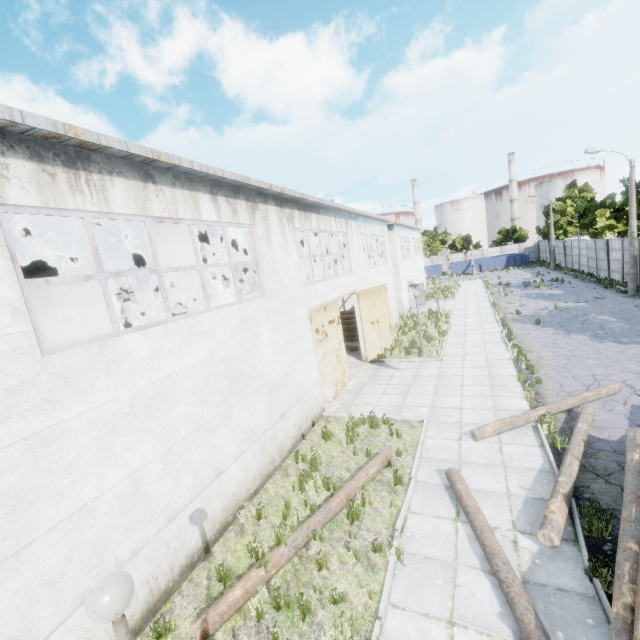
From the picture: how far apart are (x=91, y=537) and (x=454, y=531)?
6.3m

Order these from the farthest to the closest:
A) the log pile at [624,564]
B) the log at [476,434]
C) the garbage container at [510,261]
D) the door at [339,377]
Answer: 1. the garbage container at [510,261]
2. the door at [339,377]
3. the log at [476,434]
4. the log pile at [624,564]

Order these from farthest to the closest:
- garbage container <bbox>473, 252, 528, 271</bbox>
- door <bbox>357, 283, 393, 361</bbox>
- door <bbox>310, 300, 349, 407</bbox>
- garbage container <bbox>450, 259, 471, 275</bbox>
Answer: garbage container <bbox>450, 259, 471, 275</bbox>
garbage container <bbox>473, 252, 528, 271</bbox>
door <bbox>357, 283, 393, 361</bbox>
door <bbox>310, 300, 349, 407</bbox>

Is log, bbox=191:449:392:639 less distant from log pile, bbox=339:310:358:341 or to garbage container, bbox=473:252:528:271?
log pile, bbox=339:310:358:341

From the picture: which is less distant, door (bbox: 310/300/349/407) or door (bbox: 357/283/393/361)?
door (bbox: 310/300/349/407)

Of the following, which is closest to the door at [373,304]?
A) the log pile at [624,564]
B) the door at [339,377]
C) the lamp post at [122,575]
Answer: the door at [339,377]

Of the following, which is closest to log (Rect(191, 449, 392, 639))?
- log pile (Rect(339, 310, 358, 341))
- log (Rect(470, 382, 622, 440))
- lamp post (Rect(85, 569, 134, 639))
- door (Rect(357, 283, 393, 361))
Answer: log (Rect(470, 382, 622, 440))

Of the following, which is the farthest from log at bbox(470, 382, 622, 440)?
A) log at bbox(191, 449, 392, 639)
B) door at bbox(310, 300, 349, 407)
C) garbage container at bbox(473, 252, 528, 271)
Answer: garbage container at bbox(473, 252, 528, 271)
